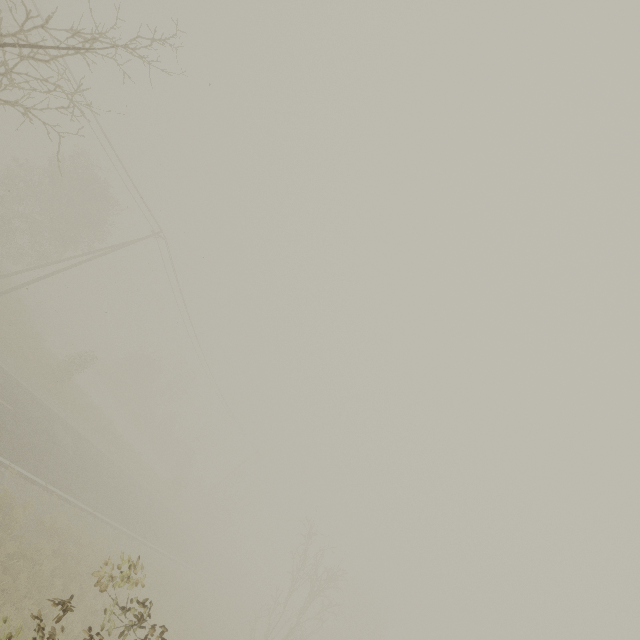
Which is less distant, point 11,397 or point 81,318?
point 11,397
